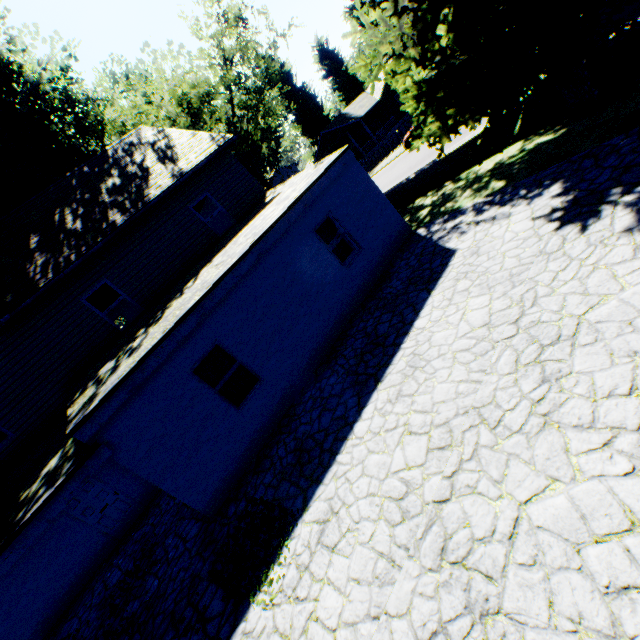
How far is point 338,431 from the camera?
6.0m

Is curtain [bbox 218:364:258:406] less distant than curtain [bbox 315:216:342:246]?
Yes

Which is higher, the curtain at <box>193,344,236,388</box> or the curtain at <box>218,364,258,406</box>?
the curtain at <box>193,344,236,388</box>

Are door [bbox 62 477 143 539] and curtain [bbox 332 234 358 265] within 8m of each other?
no

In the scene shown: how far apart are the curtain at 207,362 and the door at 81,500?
6.13m

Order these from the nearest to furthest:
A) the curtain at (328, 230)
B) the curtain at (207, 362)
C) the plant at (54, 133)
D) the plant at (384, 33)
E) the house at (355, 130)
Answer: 1. the plant at (384, 33)
2. the curtain at (207, 362)
3. the curtain at (328, 230)
4. the plant at (54, 133)
5. the house at (355, 130)

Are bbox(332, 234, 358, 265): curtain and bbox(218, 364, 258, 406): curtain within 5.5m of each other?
yes

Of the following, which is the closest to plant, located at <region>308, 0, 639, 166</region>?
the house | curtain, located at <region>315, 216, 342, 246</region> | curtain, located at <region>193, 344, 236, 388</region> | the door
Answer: the house
